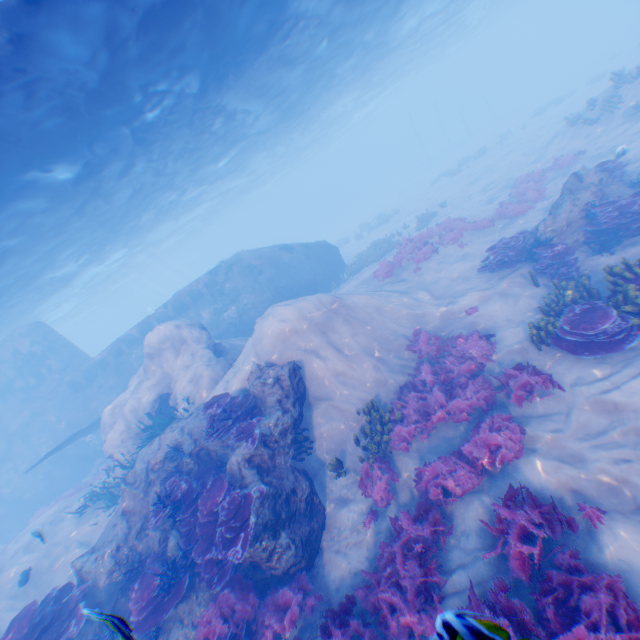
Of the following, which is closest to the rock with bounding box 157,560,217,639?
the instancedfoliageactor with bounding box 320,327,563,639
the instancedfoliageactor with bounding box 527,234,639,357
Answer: the instancedfoliageactor with bounding box 320,327,563,639

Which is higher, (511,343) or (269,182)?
(269,182)

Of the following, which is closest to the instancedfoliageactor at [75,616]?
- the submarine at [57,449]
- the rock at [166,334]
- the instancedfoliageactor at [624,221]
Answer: the rock at [166,334]

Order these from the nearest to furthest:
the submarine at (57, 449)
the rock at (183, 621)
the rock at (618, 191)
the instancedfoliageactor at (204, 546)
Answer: the instancedfoliageactor at (204, 546) → the rock at (183, 621) → the rock at (618, 191) → the submarine at (57, 449)

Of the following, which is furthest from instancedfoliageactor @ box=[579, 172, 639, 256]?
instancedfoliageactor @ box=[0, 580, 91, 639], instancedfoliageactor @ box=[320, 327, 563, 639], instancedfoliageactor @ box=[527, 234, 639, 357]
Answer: instancedfoliageactor @ box=[0, 580, 91, 639]

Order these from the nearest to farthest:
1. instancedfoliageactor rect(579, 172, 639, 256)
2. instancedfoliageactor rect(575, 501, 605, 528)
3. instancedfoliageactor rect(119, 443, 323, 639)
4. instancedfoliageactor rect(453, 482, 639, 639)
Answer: instancedfoliageactor rect(453, 482, 639, 639) < instancedfoliageactor rect(575, 501, 605, 528) < instancedfoliageactor rect(119, 443, 323, 639) < instancedfoliageactor rect(579, 172, 639, 256)

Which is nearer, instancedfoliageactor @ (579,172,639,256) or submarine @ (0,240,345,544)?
instancedfoliageactor @ (579,172,639,256)

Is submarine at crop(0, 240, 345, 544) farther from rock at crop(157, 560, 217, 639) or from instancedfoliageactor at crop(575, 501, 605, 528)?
instancedfoliageactor at crop(575, 501, 605, 528)
